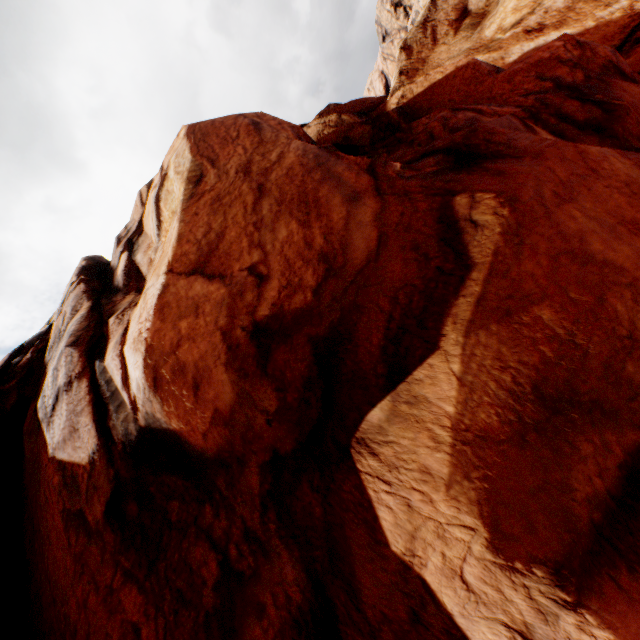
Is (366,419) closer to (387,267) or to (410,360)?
(410,360)
